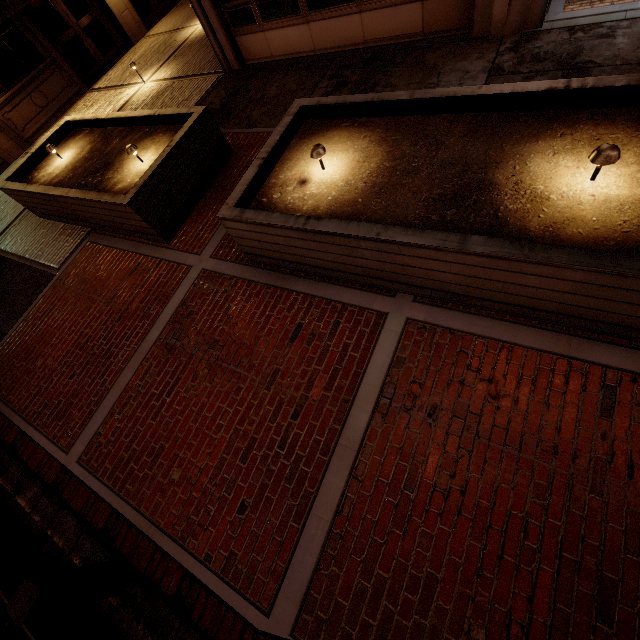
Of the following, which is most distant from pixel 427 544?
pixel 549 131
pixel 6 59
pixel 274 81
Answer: pixel 6 59

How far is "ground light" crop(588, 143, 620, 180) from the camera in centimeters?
281cm

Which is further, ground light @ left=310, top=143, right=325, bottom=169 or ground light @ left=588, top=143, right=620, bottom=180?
ground light @ left=310, top=143, right=325, bottom=169

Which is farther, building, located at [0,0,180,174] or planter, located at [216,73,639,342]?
building, located at [0,0,180,174]

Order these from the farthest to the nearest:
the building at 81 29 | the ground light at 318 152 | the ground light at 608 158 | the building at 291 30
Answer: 1. the building at 81 29
2. the building at 291 30
3. the ground light at 318 152
4. the ground light at 608 158

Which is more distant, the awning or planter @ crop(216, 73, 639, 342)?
the awning

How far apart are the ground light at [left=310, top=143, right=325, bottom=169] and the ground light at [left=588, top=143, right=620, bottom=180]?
2.8m

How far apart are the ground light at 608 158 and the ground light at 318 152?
2.8m
